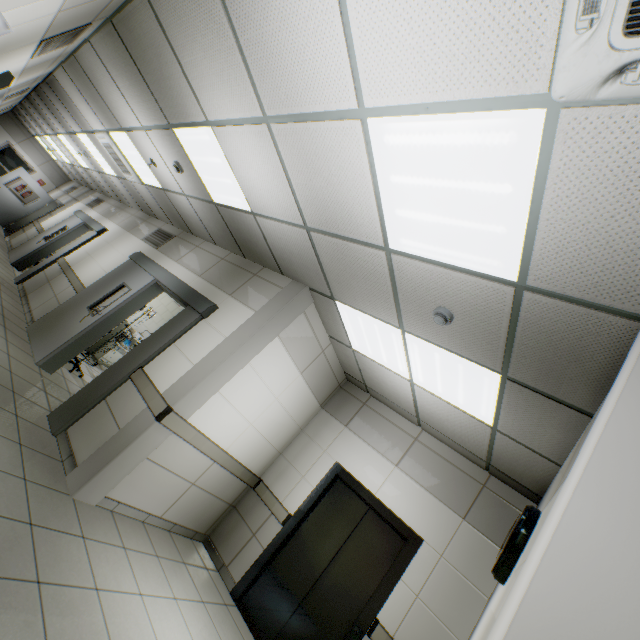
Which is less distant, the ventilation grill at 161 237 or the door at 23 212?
the ventilation grill at 161 237

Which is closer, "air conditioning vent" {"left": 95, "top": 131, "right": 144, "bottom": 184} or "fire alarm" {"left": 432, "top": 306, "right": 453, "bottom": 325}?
"fire alarm" {"left": 432, "top": 306, "right": 453, "bottom": 325}

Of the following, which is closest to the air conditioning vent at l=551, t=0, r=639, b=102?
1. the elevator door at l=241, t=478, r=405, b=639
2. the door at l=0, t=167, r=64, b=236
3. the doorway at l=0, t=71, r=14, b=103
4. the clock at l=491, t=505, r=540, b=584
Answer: → the clock at l=491, t=505, r=540, b=584

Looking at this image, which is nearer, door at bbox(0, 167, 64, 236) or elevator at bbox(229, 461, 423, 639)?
elevator at bbox(229, 461, 423, 639)

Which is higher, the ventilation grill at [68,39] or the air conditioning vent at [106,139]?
the air conditioning vent at [106,139]

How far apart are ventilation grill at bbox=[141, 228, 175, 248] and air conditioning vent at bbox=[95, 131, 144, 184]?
1.0 meters

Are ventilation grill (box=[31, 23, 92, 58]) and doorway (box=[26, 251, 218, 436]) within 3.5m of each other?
yes

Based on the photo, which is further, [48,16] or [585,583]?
[48,16]
